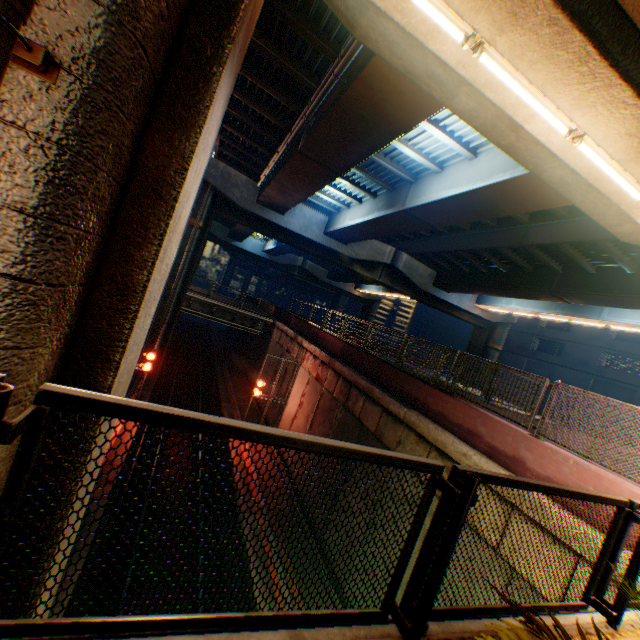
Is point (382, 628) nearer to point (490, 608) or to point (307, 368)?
point (490, 608)

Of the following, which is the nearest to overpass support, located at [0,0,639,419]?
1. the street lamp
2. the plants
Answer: the street lamp

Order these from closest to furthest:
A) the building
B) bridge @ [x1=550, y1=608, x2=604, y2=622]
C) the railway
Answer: bridge @ [x1=550, y1=608, x2=604, y2=622] → the railway → the building

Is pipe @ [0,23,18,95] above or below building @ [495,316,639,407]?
below

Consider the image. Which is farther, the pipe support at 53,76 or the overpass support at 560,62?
the overpass support at 560,62

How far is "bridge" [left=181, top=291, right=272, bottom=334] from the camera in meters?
25.2 m

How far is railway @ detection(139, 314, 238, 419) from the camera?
21.7 meters

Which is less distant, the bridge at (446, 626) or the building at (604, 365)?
the bridge at (446, 626)
